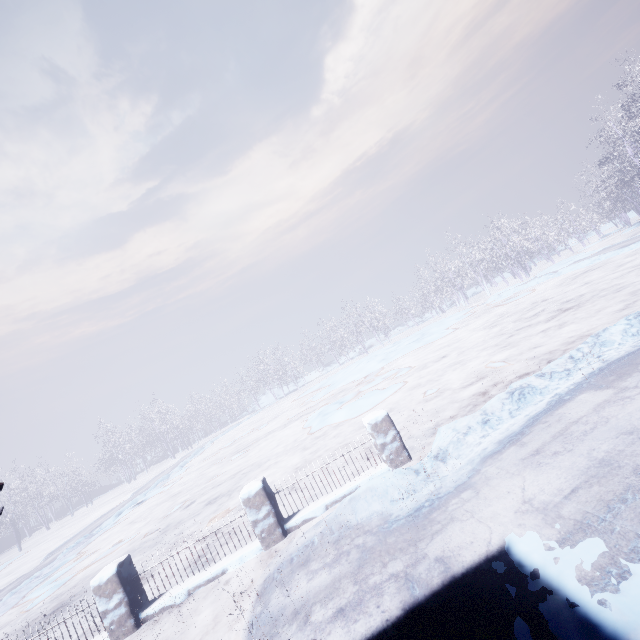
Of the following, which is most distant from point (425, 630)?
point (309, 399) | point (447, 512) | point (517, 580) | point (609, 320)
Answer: point (309, 399)
